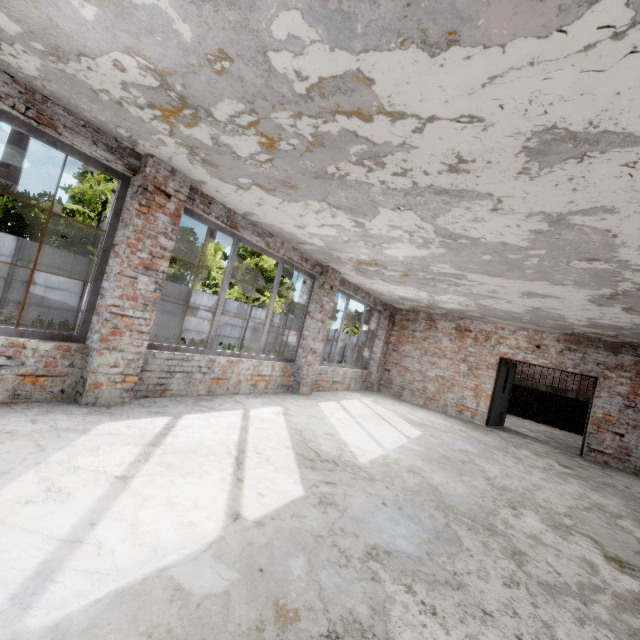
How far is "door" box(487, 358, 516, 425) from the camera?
10.2m

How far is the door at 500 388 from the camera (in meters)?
10.19

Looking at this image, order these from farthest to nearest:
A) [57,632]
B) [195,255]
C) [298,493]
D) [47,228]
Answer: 1. [195,255]
2. [47,228]
3. [298,493]
4. [57,632]
